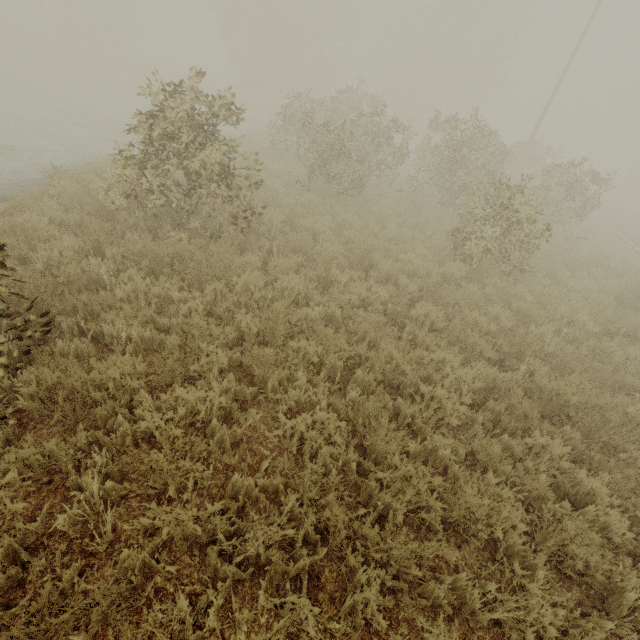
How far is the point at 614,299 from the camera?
9.7m
